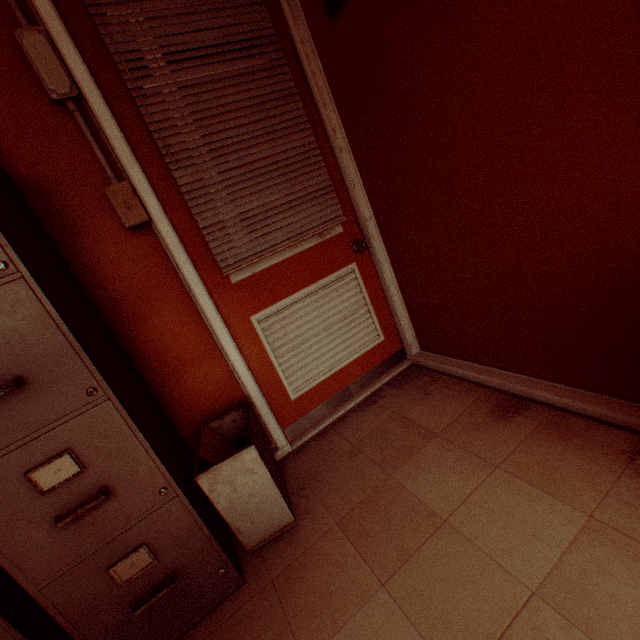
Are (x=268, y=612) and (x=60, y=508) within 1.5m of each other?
yes

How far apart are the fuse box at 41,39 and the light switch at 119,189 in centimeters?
44cm

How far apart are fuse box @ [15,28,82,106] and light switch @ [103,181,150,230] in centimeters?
44cm

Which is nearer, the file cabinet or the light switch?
the file cabinet

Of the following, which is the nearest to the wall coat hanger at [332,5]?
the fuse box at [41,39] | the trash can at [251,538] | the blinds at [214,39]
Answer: the blinds at [214,39]

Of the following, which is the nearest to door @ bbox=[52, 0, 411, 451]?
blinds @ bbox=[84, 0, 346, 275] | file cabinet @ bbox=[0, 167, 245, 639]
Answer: blinds @ bbox=[84, 0, 346, 275]

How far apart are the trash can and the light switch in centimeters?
107cm

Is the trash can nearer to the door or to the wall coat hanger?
the door
